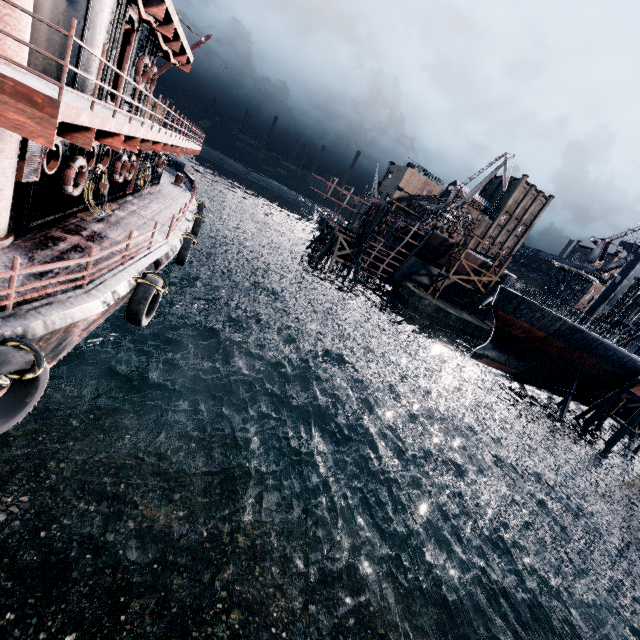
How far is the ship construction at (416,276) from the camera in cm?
5002

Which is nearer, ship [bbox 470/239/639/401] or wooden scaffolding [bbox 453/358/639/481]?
ship [bbox 470/239/639/401]

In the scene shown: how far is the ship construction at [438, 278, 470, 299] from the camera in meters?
57.0 m

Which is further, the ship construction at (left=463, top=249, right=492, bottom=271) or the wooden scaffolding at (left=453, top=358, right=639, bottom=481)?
the ship construction at (left=463, top=249, right=492, bottom=271)

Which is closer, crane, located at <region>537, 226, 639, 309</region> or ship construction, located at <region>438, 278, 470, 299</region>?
crane, located at <region>537, 226, 639, 309</region>

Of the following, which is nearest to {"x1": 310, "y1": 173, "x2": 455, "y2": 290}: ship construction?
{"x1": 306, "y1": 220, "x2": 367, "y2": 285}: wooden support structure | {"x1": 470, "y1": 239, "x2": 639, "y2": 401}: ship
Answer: {"x1": 306, "y1": 220, "x2": 367, "y2": 285}: wooden support structure

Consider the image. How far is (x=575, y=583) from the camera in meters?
21.8 m

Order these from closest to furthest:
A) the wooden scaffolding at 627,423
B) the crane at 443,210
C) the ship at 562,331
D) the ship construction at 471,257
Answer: the ship at 562,331
the wooden scaffolding at 627,423
the crane at 443,210
the ship construction at 471,257
